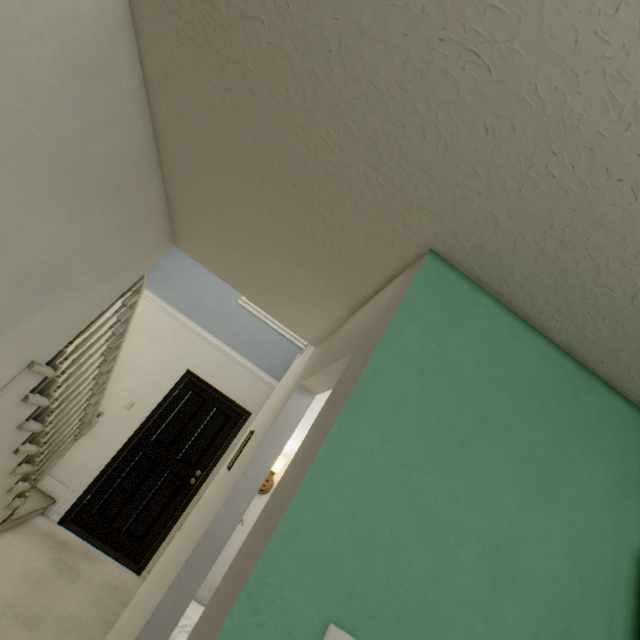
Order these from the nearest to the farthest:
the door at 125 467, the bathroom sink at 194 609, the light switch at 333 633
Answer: the light switch at 333 633 → the bathroom sink at 194 609 → the door at 125 467

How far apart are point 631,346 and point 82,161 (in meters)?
2.05

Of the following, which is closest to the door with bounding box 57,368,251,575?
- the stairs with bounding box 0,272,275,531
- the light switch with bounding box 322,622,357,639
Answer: the stairs with bounding box 0,272,275,531

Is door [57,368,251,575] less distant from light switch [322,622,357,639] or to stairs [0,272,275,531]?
stairs [0,272,275,531]

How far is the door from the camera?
3.8 meters

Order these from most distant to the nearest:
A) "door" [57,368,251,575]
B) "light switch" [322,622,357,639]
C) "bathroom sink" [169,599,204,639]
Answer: "door" [57,368,251,575]
"bathroom sink" [169,599,204,639]
"light switch" [322,622,357,639]

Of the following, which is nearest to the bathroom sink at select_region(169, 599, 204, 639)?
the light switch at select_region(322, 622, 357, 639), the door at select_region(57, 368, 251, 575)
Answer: the light switch at select_region(322, 622, 357, 639)

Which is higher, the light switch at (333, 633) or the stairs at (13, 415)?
the light switch at (333, 633)
